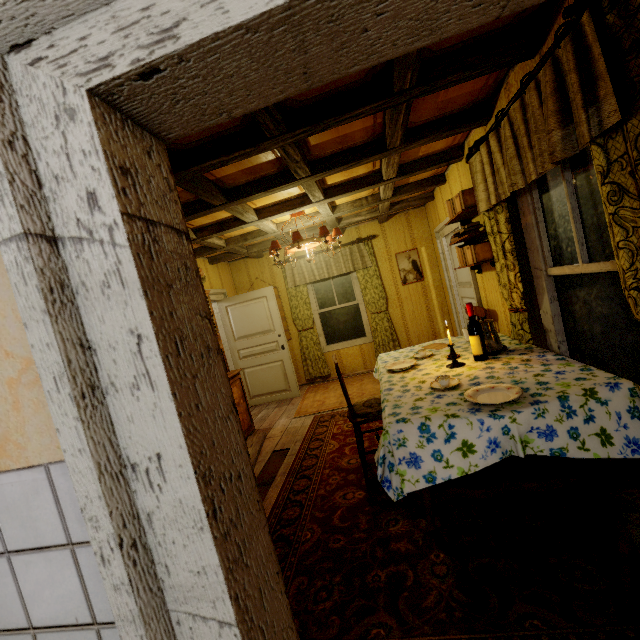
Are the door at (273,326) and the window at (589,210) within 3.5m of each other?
no

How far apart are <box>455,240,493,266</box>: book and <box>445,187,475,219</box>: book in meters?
0.2 m

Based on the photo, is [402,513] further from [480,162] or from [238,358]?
[238,358]

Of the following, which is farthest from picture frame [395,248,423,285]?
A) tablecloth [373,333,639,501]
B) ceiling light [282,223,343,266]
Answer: tablecloth [373,333,639,501]

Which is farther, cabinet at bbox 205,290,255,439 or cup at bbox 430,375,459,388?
cabinet at bbox 205,290,255,439

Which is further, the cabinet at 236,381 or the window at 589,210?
the cabinet at 236,381

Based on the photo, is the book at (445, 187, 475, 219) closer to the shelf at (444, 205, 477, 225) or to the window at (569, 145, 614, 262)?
the shelf at (444, 205, 477, 225)

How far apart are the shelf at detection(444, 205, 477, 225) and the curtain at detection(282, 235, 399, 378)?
2.3 meters
